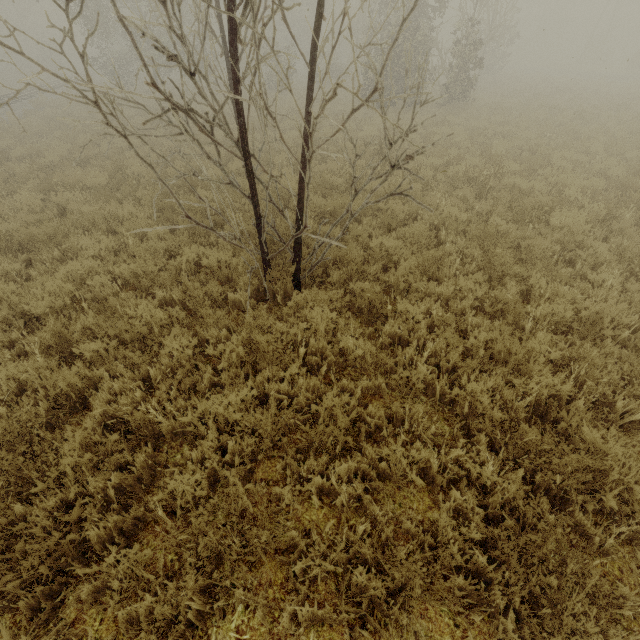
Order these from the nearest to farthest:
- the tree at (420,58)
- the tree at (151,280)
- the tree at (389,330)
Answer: the tree at (420,58) < the tree at (389,330) < the tree at (151,280)

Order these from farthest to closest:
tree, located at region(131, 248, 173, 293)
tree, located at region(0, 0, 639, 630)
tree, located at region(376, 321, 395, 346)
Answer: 1. tree, located at region(131, 248, 173, 293)
2. tree, located at region(376, 321, 395, 346)
3. tree, located at region(0, 0, 639, 630)

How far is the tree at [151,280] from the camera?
5.2m

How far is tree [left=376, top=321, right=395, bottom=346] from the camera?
4.41m

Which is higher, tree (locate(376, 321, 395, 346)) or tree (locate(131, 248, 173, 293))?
tree (locate(131, 248, 173, 293))

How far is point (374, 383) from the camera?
3.9m

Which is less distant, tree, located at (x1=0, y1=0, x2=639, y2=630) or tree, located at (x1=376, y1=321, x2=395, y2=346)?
tree, located at (x1=0, y1=0, x2=639, y2=630)
